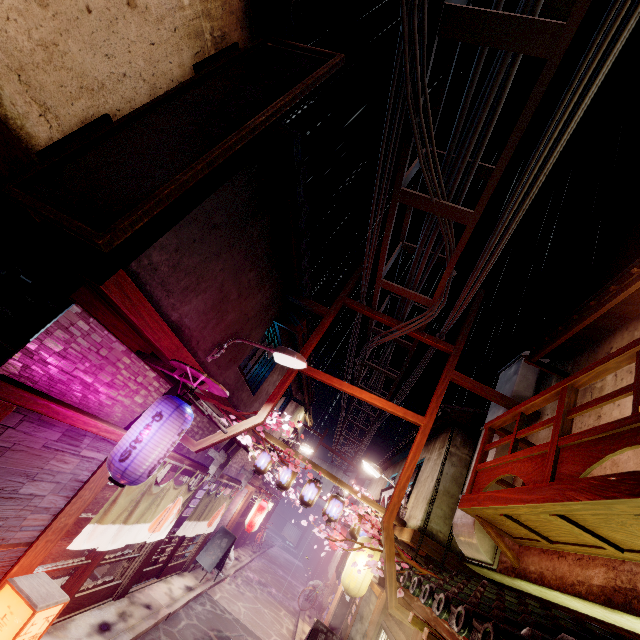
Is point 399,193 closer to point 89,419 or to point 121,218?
point 121,218

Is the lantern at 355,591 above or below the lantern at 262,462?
below

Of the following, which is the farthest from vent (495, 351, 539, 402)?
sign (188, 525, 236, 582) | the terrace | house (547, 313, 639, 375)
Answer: sign (188, 525, 236, 582)

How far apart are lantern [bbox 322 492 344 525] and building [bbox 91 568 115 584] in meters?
8.8

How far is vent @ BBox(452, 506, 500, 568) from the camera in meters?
10.0

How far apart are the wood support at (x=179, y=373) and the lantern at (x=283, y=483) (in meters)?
9.59

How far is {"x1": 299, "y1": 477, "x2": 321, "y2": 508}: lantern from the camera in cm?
1603

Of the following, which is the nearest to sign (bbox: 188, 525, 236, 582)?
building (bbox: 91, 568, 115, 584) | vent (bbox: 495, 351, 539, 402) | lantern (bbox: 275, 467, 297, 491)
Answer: lantern (bbox: 275, 467, 297, 491)
